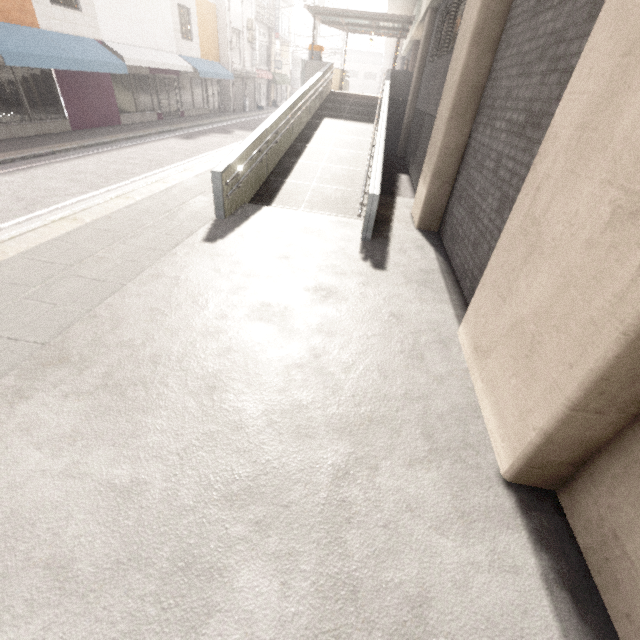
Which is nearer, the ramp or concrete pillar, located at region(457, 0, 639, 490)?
concrete pillar, located at region(457, 0, 639, 490)

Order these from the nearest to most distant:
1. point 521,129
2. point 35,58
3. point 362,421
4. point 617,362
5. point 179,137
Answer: point 617,362
point 362,421
point 521,129
point 35,58
point 179,137

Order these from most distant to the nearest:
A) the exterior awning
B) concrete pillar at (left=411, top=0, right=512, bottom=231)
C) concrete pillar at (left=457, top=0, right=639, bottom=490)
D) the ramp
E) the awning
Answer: the exterior awning < the awning < the ramp < concrete pillar at (left=411, top=0, right=512, bottom=231) < concrete pillar at (left=457, top=0, right=639, bottom=490)

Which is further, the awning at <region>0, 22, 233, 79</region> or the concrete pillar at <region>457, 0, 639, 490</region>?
the awning at <region>0, 22, 233, 79</region>

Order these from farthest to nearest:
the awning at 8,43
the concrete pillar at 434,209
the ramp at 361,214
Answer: the awning at 8,43, the ramp at 361,214, the concrete pillar at 434,209

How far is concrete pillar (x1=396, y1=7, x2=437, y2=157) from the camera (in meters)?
12.56

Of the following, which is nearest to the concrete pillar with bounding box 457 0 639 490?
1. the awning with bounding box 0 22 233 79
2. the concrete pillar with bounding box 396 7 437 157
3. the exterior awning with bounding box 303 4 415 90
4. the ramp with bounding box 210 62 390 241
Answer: the ramp with bounding box 210 62 390 241

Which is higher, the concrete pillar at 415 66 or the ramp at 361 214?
the concrete pillar at 415 66
